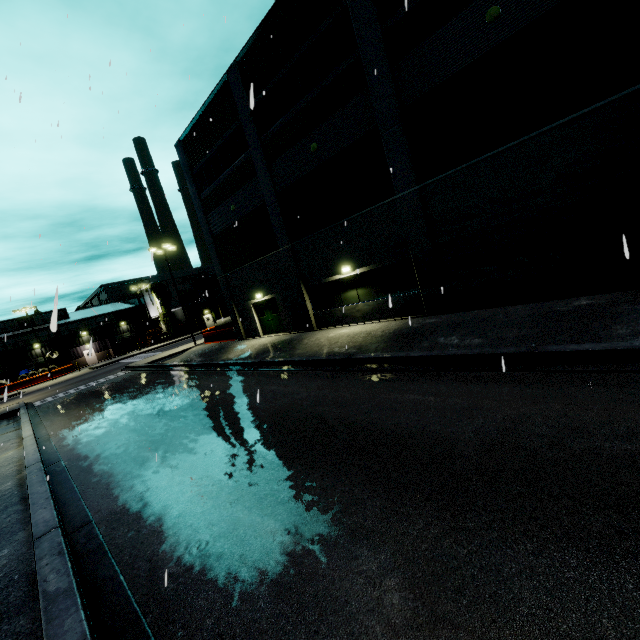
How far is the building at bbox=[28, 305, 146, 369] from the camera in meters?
50.2 m

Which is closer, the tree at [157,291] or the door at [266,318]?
the door at [266,318]

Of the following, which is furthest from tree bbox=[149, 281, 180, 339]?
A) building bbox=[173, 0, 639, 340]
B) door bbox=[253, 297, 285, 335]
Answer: door bbox=[253, 297, 285, 335]

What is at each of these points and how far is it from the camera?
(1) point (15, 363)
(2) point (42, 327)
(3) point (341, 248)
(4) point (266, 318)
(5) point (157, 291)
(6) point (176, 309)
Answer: (1) building, 47.2m
(2) building, 49.7m
(3) building, 15.9m
(4) door, 22.4m
(5) tree, 52.7m
(6) building, 59.6m

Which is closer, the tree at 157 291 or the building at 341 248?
the building at 341 248

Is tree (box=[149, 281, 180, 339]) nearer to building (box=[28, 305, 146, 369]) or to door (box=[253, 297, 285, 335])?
building (box=[28, 305, 146, 369])

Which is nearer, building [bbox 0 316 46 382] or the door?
the door
